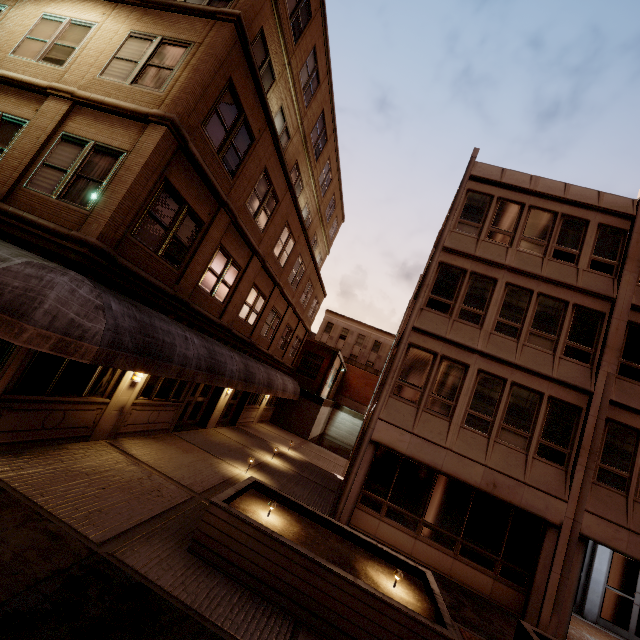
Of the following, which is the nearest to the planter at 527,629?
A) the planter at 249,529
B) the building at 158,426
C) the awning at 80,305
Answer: the planter at 249,529

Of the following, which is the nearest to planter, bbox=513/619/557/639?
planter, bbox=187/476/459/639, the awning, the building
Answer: planter, bbox=187/476/459/639

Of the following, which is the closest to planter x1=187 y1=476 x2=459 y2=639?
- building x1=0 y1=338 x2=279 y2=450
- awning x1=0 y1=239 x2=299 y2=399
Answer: awning x1=0 y1=239 x2=299 y2=399

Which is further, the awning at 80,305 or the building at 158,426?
the building at 158,426

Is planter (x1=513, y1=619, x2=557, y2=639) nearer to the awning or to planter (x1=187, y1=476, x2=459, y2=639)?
planter (x1=187, y1=476, x2=459, y2=639)

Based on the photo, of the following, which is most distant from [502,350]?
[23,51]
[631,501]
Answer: [23,51]

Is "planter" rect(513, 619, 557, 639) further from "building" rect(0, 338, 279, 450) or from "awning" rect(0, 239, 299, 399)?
"building" rect(0, 338, 279, 450)
